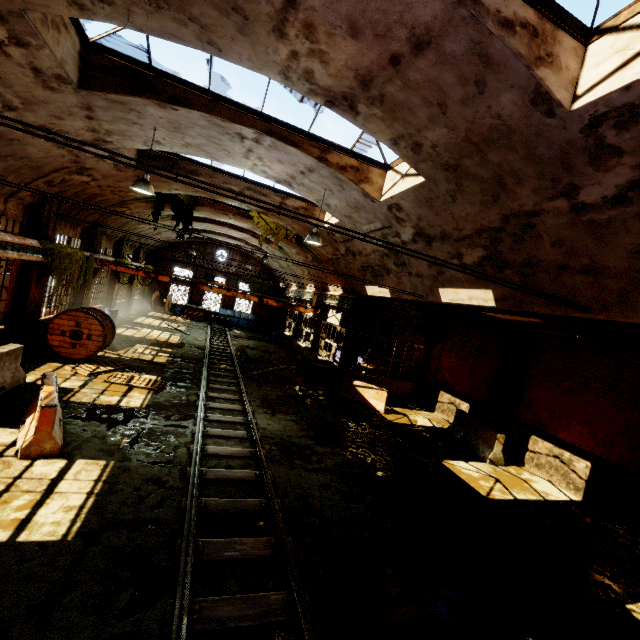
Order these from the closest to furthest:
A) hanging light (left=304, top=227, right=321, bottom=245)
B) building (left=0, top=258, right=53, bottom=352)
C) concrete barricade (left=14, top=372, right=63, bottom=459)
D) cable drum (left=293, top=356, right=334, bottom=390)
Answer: concrete barricade (left=14, top=372, right=63, bottom=459), hanging light (left=304, top=227, right=321, bottom=245), building (left=0, top=258, right=53, bottom=352), cable drum (left=293, top=356, right=334, bottom=390)

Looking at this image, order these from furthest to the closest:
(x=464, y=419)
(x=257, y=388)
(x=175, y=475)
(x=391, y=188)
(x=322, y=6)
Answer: (x=257, y=388) → (x=464, y=419) → (x=391, y=188) → (x=175, y=475) → (x=322, y=6)

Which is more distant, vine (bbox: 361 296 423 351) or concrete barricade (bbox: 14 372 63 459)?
vine (bbox: 361 296 423 351)

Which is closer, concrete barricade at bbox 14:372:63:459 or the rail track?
the rail track

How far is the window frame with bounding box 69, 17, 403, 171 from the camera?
6.3 meters

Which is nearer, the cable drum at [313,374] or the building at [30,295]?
the building at [30,295]

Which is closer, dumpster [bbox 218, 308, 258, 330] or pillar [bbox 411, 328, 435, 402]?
pillar [bbox 411, 328, 435, 402]

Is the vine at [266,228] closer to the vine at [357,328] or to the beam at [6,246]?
the vine at [357,328]
